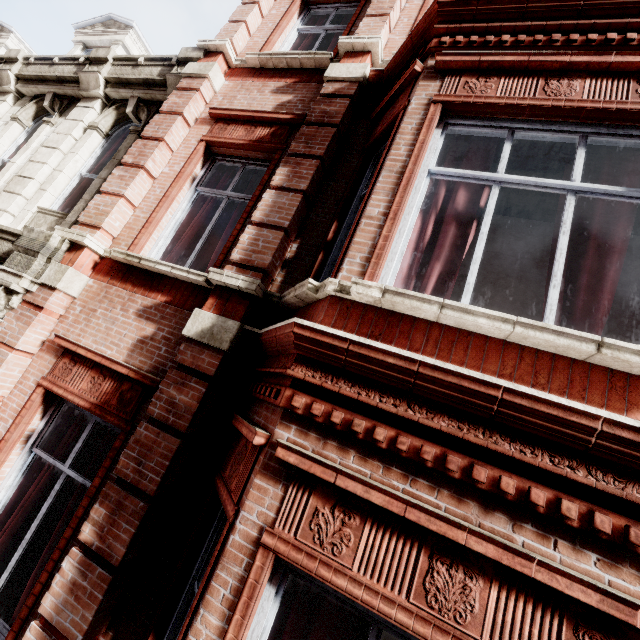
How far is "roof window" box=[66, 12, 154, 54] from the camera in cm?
877

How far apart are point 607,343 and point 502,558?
1.3 meters

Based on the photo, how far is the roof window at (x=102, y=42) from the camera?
8.77m
